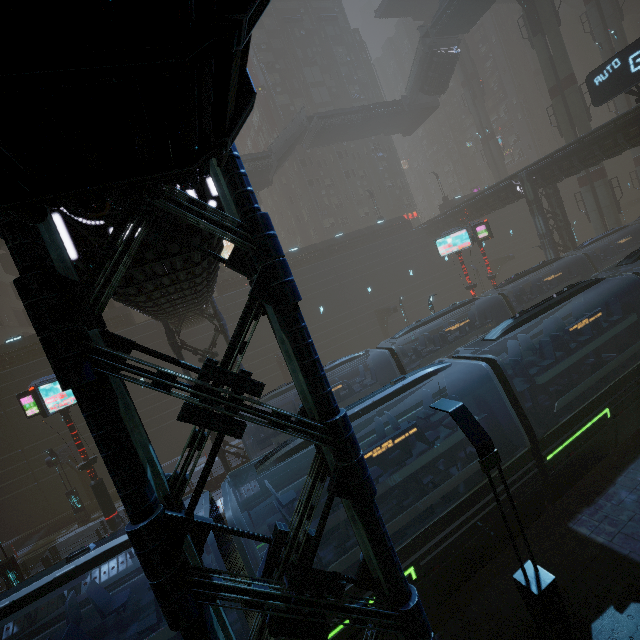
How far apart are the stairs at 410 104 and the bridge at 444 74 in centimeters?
1cm

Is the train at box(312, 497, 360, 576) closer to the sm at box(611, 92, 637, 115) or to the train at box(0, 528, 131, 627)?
the train at box(0, 528, 131, 627)

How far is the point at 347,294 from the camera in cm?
3481

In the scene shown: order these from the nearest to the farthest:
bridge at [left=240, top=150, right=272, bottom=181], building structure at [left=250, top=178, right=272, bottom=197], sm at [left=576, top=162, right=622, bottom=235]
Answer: sm at [left=576, top=162, right=622, bottom=235], bridge at [left=240, top=150, right=272, bottom=181], building structure at [left=250, top=178, right=272, bottom=197]

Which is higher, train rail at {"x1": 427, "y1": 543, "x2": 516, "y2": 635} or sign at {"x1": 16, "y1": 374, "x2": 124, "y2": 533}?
sign at {"x1": 16, "y1": 374, "x2": 124, "y2": 533}

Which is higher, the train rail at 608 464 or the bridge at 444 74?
the bridge at 444 74

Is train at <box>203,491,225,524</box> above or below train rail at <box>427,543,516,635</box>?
above

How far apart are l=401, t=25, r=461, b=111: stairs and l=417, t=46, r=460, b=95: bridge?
0.01m
